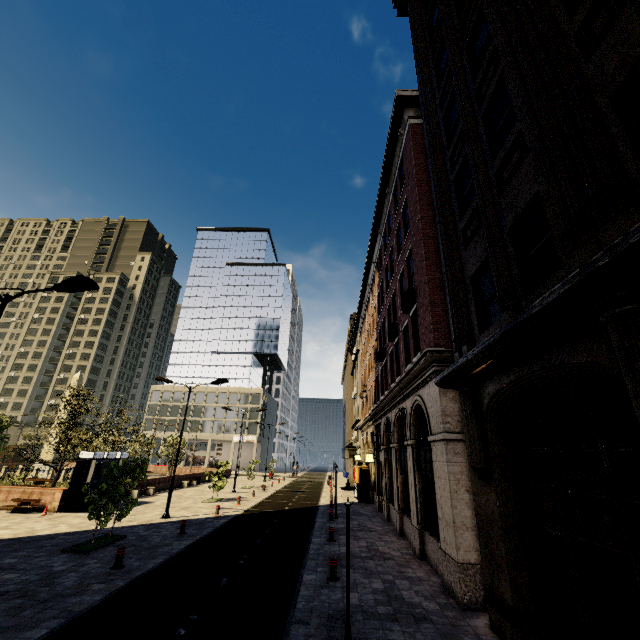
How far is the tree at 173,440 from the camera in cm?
3935

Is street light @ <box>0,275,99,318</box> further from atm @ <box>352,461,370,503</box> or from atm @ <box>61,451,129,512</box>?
atm @ <box>352,461,370,503</box>

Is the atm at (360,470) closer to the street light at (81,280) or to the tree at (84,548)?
the tree at (84,548)

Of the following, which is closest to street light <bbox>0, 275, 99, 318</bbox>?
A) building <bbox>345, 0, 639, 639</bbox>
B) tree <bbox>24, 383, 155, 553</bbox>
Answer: tree <bbox>24, 383, 155, 553</bbox>

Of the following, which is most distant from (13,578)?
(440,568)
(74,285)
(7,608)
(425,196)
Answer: (425,196)

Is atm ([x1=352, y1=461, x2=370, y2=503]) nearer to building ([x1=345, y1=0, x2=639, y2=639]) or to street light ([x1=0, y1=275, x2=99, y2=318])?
building ([x1=345, y1=0, x2=639, y2=639])

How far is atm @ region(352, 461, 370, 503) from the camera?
27.3m

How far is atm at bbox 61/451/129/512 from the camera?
19.0 meters
